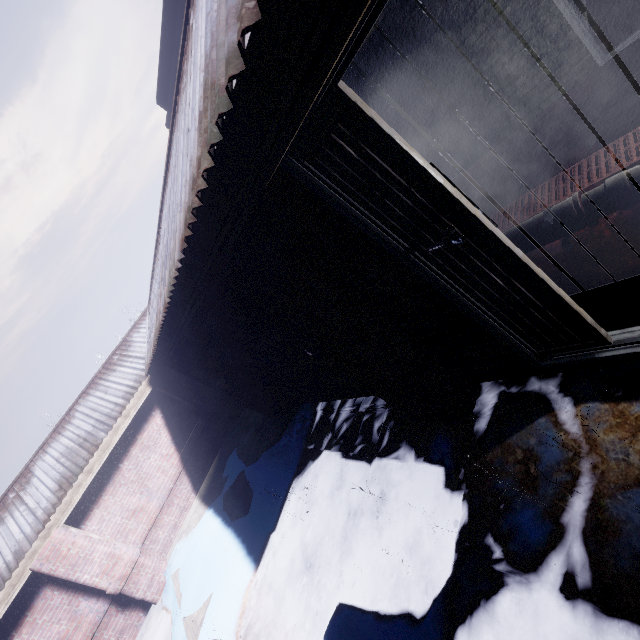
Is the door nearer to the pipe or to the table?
the table

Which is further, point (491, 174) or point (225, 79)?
point (491, 174)

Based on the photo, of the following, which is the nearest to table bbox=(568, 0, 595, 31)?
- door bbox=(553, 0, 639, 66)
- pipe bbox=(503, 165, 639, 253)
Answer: door bbox=(553, 0, 639, 66)

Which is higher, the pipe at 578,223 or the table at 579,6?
the pipe at 578,223

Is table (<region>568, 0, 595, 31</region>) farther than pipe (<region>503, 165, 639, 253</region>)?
Yes

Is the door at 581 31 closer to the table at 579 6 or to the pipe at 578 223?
the table at 579 6
